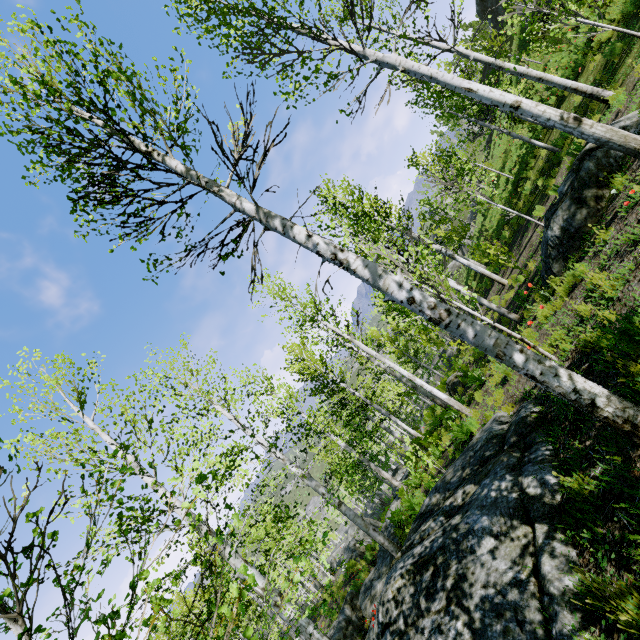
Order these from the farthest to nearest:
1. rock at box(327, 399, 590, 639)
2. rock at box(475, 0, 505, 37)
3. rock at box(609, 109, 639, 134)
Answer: rock at box(475, 0, 505, 37) < rock at box(609, 109, 639, 134) < rock at box(327, 399, 590, 639)

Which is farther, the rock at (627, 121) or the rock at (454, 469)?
the rock at (627, 121)

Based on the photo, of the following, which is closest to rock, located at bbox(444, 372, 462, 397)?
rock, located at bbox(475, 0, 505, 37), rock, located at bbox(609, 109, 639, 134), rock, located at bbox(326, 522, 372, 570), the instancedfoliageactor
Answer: rock, located at bbox(609, 109, 639, 134)

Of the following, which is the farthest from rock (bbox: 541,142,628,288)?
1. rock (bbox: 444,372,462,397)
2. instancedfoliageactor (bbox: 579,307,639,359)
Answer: rock (bbox: 444,372,462,397)

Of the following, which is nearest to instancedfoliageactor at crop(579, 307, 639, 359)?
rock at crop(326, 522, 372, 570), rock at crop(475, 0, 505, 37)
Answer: rock at crop(326, 522, 372, 570)

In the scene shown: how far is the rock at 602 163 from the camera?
6.4 meters

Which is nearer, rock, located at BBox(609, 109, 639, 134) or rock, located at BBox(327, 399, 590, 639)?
rock, located at BBox(327, 399, 590, 639)

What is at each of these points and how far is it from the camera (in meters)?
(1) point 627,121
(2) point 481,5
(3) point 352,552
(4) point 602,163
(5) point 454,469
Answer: (1) rock, 6.56
(2) rock, 30.06
(3) rock, 20.77
(4) rock, 6.46
(5) rock, 6.19
